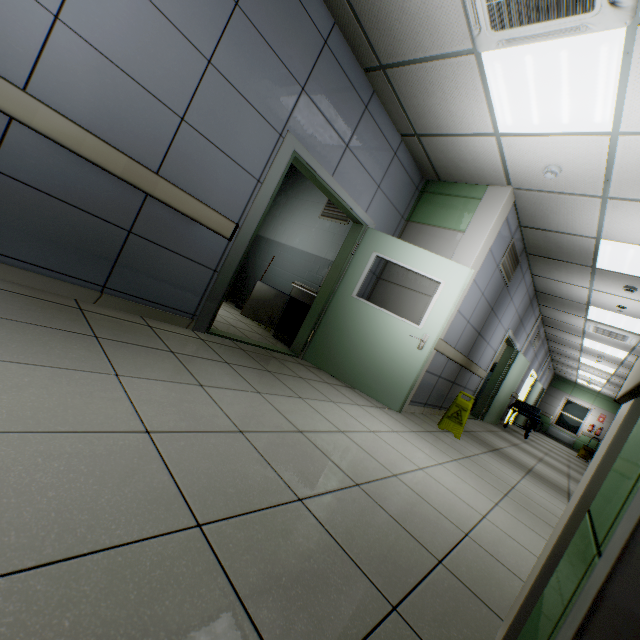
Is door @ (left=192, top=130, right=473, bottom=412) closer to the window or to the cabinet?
the cabinet

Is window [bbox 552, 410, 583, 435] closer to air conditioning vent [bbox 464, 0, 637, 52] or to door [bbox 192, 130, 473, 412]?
door [bbox 192, 130, 473, 412]

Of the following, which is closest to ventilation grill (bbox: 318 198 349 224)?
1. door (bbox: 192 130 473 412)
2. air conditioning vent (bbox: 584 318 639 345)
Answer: door (bbox: 192 130 473 412)

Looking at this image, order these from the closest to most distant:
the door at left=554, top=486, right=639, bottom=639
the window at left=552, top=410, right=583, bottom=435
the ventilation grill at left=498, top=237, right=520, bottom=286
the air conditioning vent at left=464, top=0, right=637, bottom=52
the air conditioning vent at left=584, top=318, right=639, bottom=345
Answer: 1. the door at left=554, top=486, right=639, bottom=639
2. the air conditioning vent at left=464, top=0, right=637, bottom=52
3. the ventilation grill at left=498, top=237, right=520, bottom=286
4. the air conditioning vent at left=584, top=318, right=639, bottom=345
5. the window at left=552, top=410, right=583, bottom=435

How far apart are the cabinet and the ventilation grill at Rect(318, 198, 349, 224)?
1.7 meters

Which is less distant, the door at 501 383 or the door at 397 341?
the door at 397 341

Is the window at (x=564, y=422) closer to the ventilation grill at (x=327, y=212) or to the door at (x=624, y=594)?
the ventilation grill at (x=327, y=212)

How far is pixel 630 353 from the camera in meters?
8.3
